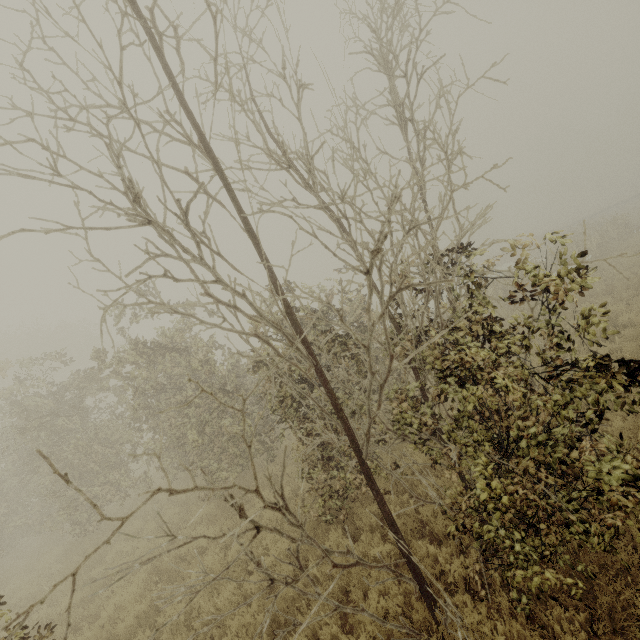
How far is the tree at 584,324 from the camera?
2.4m

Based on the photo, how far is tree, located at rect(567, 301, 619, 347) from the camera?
2.4m

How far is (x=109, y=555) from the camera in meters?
9.3
